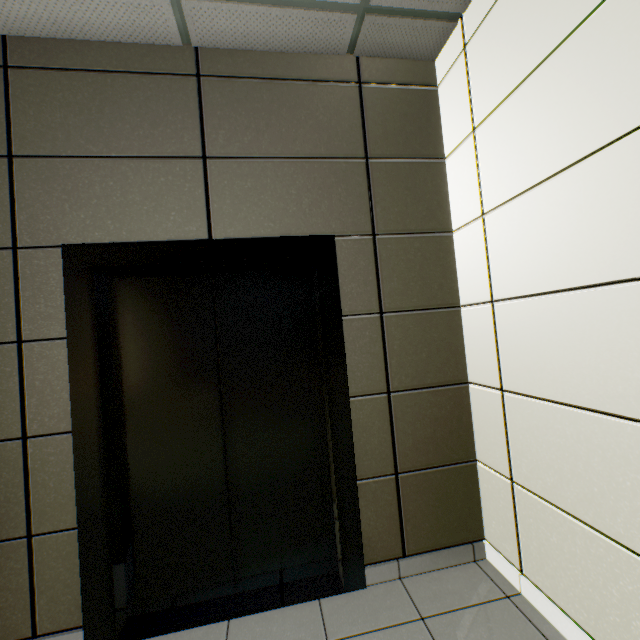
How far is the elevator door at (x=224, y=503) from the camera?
1.9 meters

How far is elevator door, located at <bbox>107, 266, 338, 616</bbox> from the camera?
1.9m

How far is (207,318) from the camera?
2.0m
